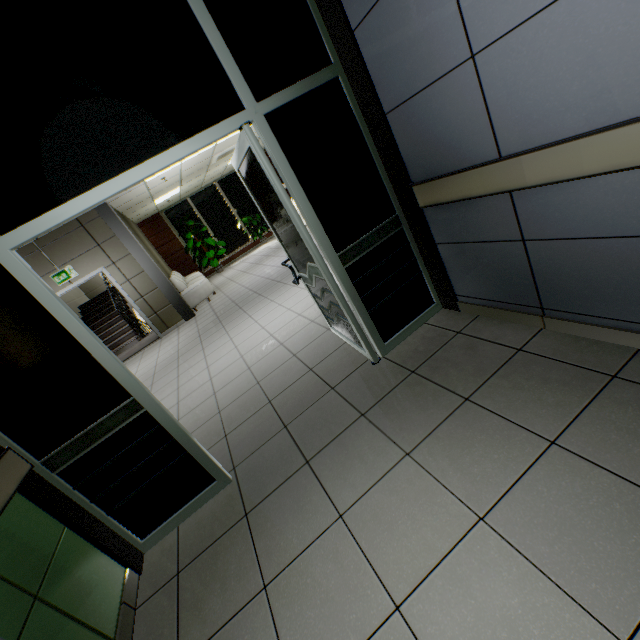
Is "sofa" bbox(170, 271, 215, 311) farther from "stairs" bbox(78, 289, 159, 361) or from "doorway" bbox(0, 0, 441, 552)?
"doorway" bbox(0, 0, 441, 552)

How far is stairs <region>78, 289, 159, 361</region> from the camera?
9.2 meters

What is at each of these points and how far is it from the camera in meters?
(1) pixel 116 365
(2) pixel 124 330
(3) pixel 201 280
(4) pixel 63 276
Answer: (1) doorway, 2.0 m
(2) stairs, 10.1 m
(3) sofa, 9.3 m
(4) exit sign, 7.3 m

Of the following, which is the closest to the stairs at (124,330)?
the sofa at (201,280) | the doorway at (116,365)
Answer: the sofa at (201,280)

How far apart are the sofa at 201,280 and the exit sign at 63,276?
2.19m

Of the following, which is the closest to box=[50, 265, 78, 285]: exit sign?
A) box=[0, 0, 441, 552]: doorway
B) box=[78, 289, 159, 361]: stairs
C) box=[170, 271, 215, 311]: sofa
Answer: box=[78, 289, 159, 361]: stairs

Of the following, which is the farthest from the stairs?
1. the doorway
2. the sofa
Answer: the doorway
